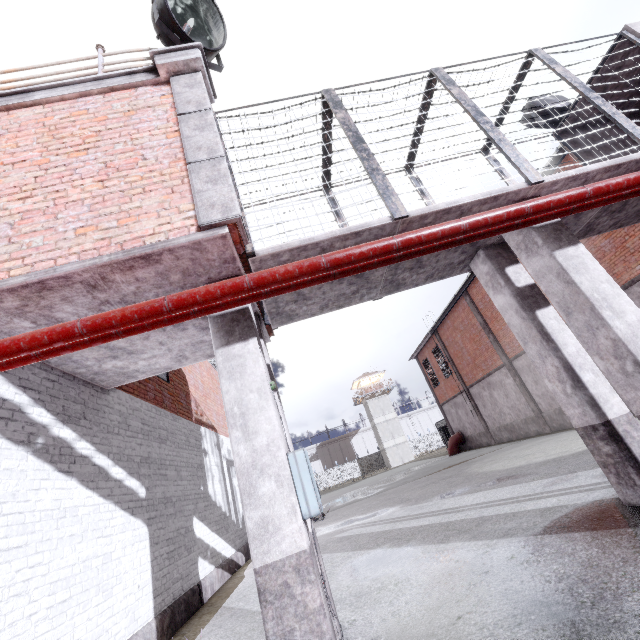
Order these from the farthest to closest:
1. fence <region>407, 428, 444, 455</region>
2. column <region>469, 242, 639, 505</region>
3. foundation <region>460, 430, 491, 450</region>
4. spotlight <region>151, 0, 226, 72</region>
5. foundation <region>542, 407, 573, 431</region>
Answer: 1. fence <region>407, 428, 444, 455</region>
2. foundation <region>460, 430, 491, 450</region>
3. foundation <region>542, 407, 573, 431</region>
4. spotlight <region>151, 0, 226, 72</region>
5. column <region>469, 242, 639, 505</region>

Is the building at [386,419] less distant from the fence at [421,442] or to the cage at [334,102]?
the fence at [421,442]

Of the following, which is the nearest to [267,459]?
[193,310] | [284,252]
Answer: [193,310]

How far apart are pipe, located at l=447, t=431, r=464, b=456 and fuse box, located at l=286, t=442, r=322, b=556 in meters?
26.1 m

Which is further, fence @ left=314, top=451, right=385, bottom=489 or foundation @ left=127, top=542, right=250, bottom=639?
fence @ left=314, top=451, right=385, bottom=489

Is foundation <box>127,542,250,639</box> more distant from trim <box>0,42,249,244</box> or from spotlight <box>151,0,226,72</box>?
spotlight <box>151,0,226,72</box>

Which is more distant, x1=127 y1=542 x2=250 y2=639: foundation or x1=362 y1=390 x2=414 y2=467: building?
x1=362 y1=390 x2=414 y2=467: building

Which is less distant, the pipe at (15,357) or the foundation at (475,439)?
the pipe at (15,357)
